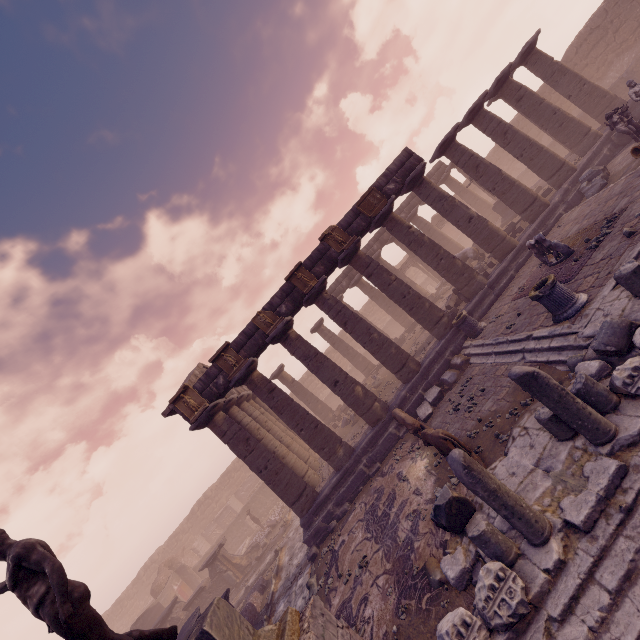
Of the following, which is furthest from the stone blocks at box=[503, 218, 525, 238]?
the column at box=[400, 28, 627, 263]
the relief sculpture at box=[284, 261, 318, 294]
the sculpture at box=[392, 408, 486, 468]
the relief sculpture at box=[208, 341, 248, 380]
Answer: the relief sculpture at box=[208, 341, 248, 380]

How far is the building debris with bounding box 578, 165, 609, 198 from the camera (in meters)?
12.38

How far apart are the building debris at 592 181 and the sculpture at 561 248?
4.5m

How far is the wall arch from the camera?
24.1 meters

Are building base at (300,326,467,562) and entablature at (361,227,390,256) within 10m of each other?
yes

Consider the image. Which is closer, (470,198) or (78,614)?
(78,614)

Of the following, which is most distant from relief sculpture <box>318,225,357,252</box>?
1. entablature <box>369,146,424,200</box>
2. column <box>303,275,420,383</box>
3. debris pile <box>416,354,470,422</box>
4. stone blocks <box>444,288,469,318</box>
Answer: debris pile <box>416,354,470,422</box>

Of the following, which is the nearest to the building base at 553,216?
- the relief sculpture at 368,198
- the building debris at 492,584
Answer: the building debris at 492,584
